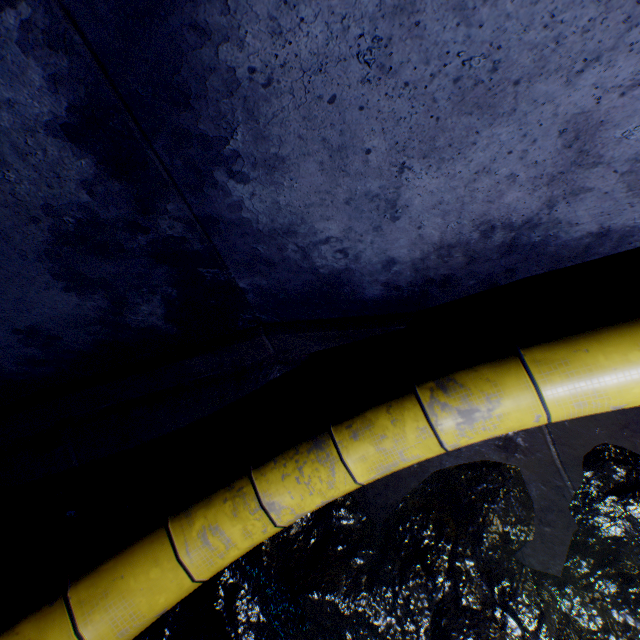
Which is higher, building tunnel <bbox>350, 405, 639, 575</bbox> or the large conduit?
the large conduit

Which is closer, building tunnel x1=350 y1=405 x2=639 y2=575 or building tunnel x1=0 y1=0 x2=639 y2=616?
building tunnel x1=0 y1=0 x2=639 y2=616

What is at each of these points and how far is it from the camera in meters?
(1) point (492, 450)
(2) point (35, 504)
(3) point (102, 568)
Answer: (1) building tunnel, 1.9
(2) building tunnel, 2.1
(3) large conduit, 1.4

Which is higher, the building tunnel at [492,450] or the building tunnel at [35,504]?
the building tunnel at [35,504]

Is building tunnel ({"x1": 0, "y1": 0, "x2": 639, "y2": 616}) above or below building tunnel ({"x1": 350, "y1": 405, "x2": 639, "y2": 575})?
above

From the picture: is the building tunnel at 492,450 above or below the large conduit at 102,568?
below
